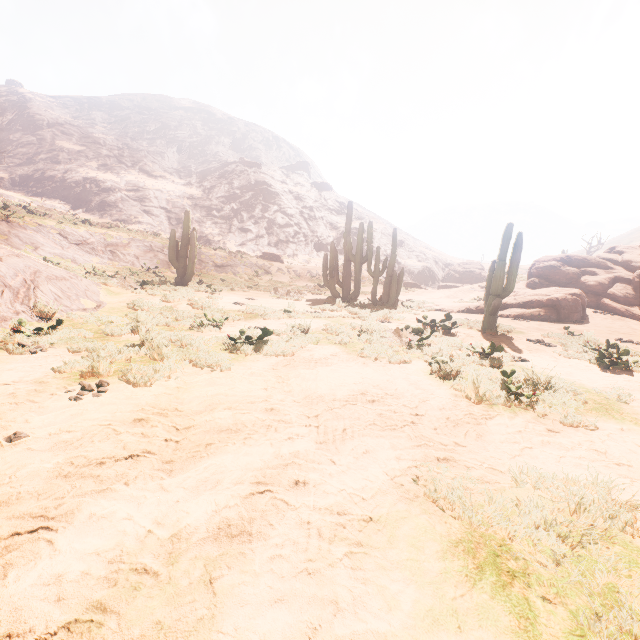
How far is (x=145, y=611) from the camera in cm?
155

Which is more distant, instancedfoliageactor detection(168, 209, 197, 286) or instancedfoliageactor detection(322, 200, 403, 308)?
instancedfoliageactor detection(168, 209, 197, 286)

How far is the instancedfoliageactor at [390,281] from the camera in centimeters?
1548cm

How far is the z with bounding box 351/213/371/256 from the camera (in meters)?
48.31

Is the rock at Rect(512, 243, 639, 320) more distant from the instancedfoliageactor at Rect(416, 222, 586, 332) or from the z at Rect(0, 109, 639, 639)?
the z at Rect(0, 109, 639, 639)

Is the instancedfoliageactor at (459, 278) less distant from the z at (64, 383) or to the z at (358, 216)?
the z at (64, 383)

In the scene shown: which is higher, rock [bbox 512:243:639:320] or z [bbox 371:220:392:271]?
z [bbox 371:220:392:271]

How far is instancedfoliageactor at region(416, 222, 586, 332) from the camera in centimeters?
1023cm
